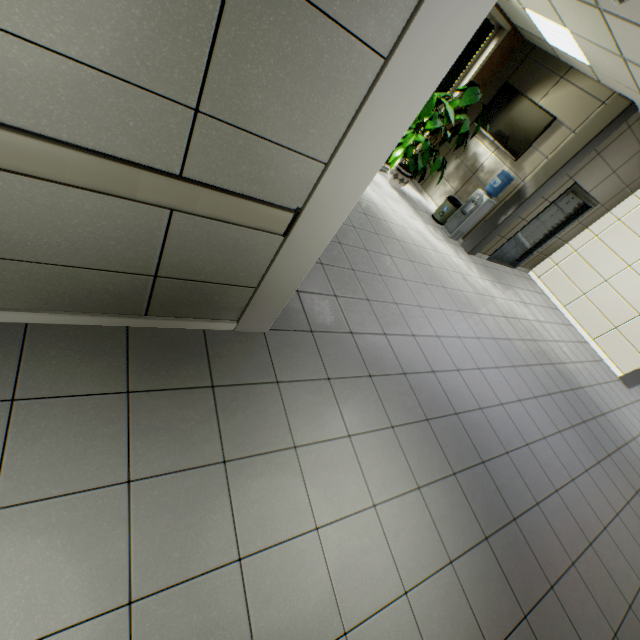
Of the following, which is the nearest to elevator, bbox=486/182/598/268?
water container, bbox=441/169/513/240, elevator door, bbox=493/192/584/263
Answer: elevator door, bbox=493/192/584/263

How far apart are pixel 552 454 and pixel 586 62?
5.9 meters

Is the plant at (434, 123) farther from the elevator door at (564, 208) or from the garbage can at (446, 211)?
the elevator door at (564, 208)

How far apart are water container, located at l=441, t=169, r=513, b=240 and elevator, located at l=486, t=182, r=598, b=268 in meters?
0.9 m

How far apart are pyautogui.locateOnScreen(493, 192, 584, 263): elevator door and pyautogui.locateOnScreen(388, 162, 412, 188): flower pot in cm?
260

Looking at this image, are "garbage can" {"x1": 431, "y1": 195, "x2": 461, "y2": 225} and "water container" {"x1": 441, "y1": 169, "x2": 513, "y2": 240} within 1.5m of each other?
yes

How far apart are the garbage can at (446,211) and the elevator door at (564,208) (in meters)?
1.45

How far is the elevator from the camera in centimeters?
647cm
